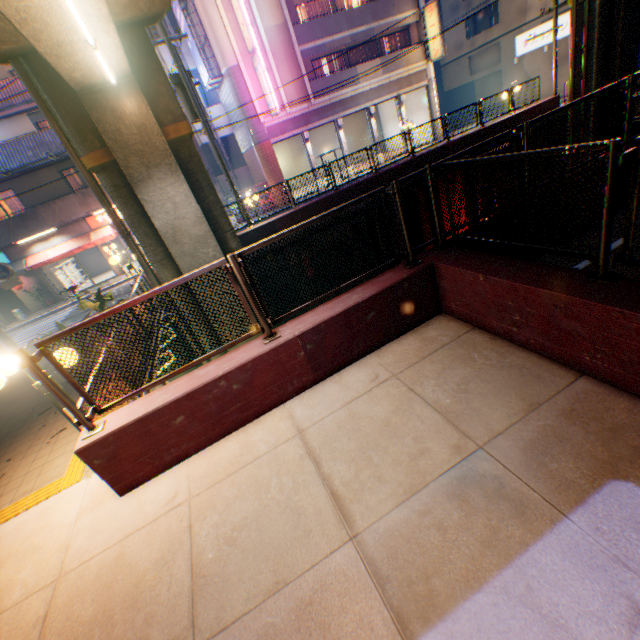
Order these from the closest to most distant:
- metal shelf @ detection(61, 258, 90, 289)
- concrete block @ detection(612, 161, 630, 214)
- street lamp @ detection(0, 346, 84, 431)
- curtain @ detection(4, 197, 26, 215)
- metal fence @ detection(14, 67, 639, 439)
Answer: metal fence @ detection(14, 67, 639, 439), street lamp @ detection(0, 346, 84, 431), concrete block @ detection(612, 161, 630, 214), curtain @ detection(4, 197, 26, 215), metal shelf @ detection(61, 258, 90, 289)

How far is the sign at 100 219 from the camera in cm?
2041

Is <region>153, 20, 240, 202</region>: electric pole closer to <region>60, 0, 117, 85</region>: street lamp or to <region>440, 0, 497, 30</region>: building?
<region>60, 0, 117, 85</region>: street lamp

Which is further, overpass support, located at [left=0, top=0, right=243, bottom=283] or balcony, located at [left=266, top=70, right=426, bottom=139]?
balcony, located at [left=266, top=70, right=426, bottom=139]

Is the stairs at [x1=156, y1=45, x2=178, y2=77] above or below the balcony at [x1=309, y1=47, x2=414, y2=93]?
above

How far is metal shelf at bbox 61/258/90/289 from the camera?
23.5 meters

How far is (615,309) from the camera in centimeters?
288cm

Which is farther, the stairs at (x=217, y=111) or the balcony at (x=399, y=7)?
the stairs at (x=217, y=111)
